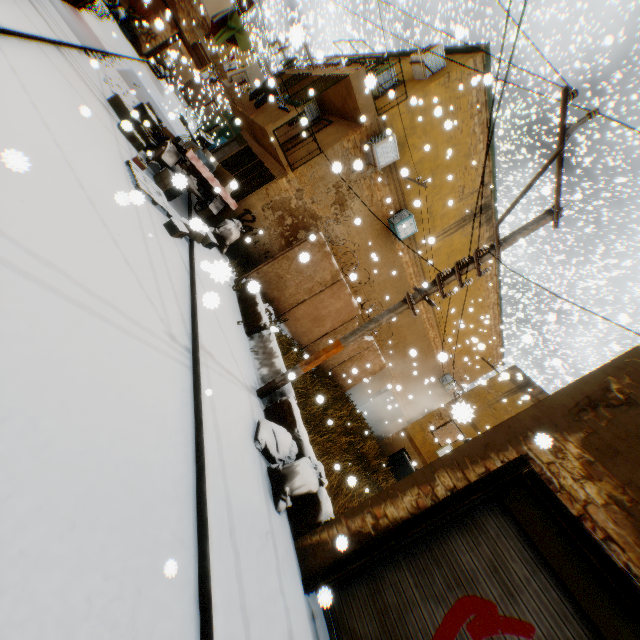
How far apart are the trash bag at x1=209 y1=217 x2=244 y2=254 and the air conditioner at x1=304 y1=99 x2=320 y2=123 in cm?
592

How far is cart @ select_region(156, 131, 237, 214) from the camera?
8.76m

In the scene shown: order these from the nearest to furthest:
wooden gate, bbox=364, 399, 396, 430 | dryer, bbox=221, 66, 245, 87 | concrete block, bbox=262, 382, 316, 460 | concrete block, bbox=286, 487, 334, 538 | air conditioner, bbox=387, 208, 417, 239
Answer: concrete block, bbox=286, 487, 334, 538, concrete block, bbox=262, 382, 316, 460, dryer, bbox=221, 66, 245, 87, air conditioner, bbox=387, 208, 417, 239, wooden gate, bbox=364, 399, 396, 430

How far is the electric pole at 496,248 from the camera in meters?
5.0

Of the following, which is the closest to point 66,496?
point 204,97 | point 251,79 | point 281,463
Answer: point 281,463

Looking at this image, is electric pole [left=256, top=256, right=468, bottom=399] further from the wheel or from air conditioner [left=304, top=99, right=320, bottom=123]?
air conditioner [left=304, top=99, right=320, bottom=123]

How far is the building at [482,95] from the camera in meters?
10.5

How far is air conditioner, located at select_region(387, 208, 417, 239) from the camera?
12.6m
